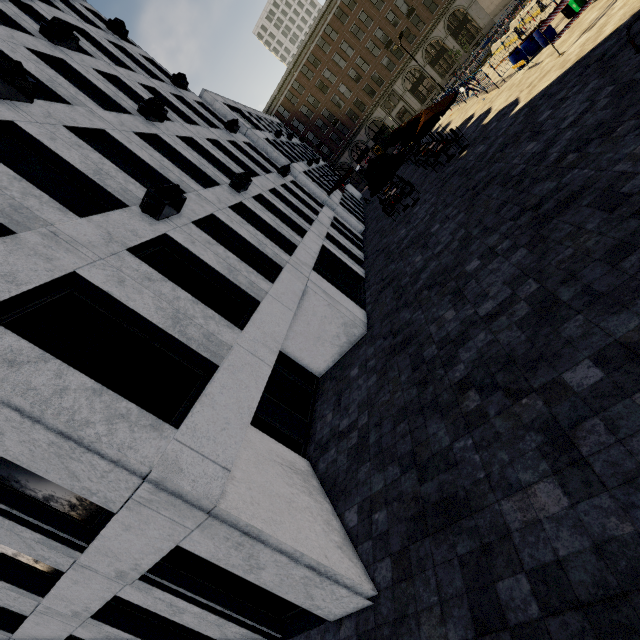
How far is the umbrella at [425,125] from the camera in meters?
15.6 m

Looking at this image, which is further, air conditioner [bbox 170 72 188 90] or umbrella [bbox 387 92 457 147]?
air conditioner [bbox 170 72 188 90]

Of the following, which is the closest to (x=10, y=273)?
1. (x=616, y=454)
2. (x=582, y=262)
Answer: (x=616, y=454)

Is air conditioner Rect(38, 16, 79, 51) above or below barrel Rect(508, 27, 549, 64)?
above

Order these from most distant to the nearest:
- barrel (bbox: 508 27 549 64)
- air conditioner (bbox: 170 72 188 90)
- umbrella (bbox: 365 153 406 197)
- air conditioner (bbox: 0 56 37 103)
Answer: air conditioner (bbox: 170 72 188 90) → umbrella (bbox: 365 153 406 197) → barrel (bbox: 508 27 549 64) → air conditioner (bbox: 0 56 37 103)

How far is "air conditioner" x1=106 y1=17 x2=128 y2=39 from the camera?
17.5 meters

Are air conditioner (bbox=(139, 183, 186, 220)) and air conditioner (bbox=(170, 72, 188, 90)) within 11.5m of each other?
no

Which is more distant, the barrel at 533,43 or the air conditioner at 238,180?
the barrel at 533,43
